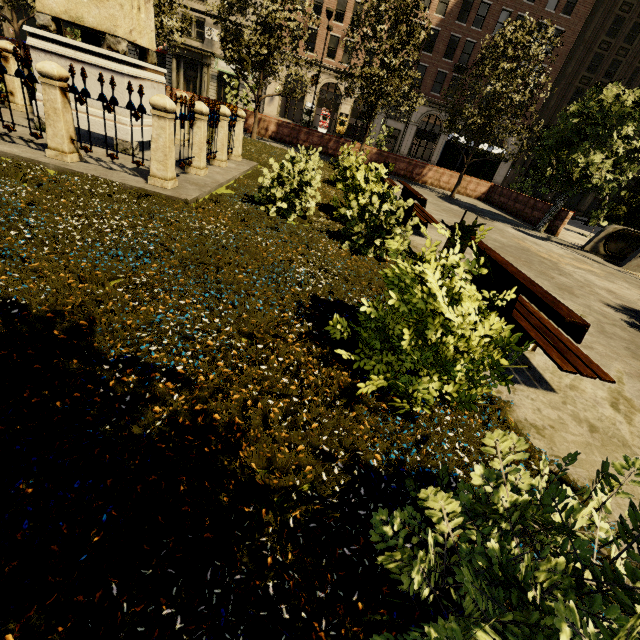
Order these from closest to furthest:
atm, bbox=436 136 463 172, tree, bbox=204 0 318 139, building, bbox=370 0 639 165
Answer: tree, bbox=204 0 318 139 → atm, bbox=436 136 463 172 → building, bbox=370 0 639 165

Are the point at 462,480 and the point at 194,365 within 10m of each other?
yes

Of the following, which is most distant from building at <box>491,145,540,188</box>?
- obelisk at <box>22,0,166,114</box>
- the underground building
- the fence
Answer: obelisk at <box>22,0,166,114</box>

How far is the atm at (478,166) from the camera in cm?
2161

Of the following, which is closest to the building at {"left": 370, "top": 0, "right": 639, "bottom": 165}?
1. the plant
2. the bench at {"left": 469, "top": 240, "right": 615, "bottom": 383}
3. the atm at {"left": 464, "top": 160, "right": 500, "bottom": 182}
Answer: the atm at {"left": 464, "top": 160, "right": 500, "bottom": 182}

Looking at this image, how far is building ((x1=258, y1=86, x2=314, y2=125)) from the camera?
36.0m

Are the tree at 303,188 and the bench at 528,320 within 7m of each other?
yes
